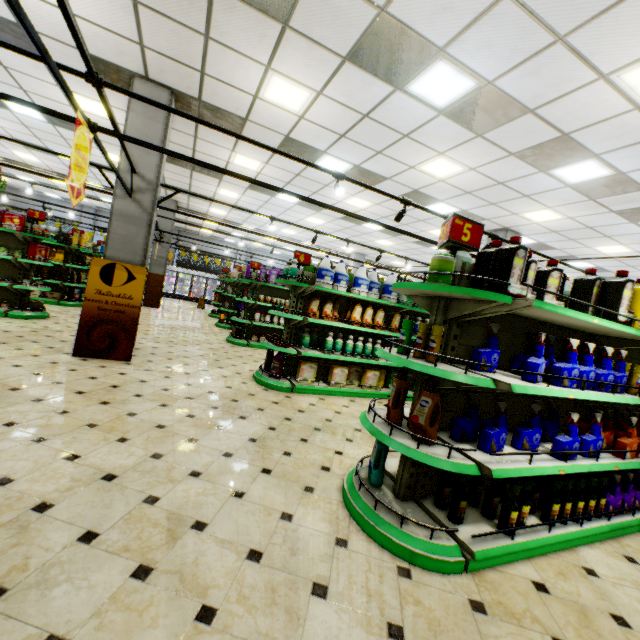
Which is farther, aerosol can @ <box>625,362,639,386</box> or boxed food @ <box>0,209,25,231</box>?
boxed food @ <box>0,209,25,231</box>

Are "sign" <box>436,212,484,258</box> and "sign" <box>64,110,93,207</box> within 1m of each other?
no

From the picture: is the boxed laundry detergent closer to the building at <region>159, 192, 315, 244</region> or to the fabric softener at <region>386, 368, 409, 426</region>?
the building at <region>159, 192, 315, 244</region>

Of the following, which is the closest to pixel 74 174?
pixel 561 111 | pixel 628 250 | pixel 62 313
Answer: pixel 561 111

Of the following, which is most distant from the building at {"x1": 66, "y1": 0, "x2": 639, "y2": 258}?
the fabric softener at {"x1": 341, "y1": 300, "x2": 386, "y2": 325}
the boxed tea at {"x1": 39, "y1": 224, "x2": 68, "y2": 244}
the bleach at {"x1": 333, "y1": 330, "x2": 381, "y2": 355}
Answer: the boxed tea at {"x1": 39, "y1": 224, "x2": 68, "y2": 244}

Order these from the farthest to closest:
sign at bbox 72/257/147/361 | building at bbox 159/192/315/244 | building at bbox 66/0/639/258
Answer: building at bbox 159/192/315/244, sign at bbox 72/257/147/361, building at bbox 66/0/639/258

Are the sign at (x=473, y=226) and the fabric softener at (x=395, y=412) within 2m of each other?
yes

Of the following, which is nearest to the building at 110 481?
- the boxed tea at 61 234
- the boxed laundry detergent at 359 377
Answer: the boxed laundry detergent at 359 377
